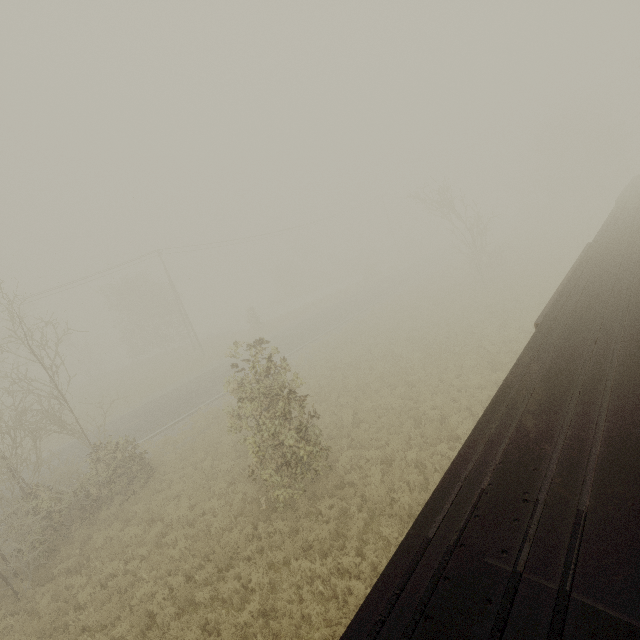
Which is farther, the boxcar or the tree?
the tree

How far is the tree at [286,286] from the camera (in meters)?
57.97

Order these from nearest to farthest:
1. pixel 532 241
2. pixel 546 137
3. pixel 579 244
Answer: pixel 579 244, pixel 532 241, pixel 546 137

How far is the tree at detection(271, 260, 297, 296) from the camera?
58.0 meters

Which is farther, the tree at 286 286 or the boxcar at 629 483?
the tree at 286 286

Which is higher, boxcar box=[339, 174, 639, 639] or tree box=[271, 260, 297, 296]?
boxcar box=[339, 174, 639, 639]
